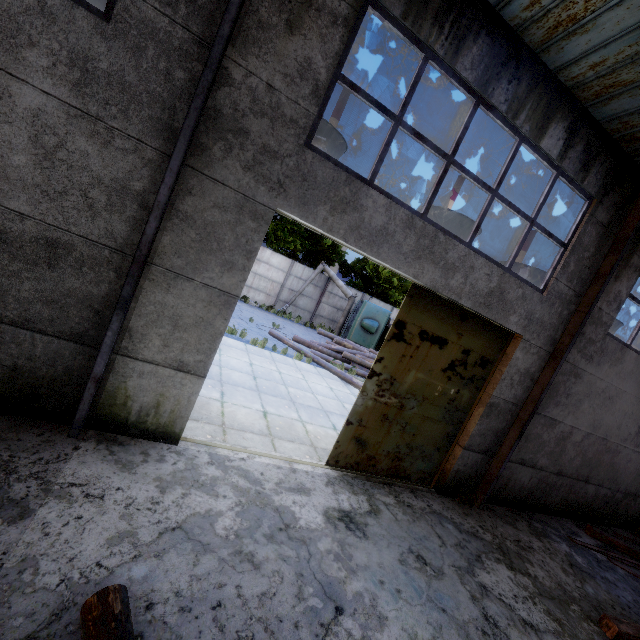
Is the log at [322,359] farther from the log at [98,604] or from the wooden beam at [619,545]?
the log at [98,604]

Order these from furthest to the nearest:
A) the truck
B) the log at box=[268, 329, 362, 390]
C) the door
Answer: the truck → the log at box=[268, 329, 362, 390] → the door

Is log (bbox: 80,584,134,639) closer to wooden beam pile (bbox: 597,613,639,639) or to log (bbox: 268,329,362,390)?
wooden beam pile (bbox: 597,613,639,639)

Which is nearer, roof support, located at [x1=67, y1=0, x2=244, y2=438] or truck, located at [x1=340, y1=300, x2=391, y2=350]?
roof support, located at [x1=67, y1=0, x2=244, y2=438]

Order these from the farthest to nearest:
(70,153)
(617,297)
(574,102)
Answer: (617,297)
(574,102)
(70,153)

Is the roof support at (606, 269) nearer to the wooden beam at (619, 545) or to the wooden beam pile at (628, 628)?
the wooden beam pile at (628, 628)

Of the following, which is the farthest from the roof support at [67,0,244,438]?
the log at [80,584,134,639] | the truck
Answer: the truck

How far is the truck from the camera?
19.77m
